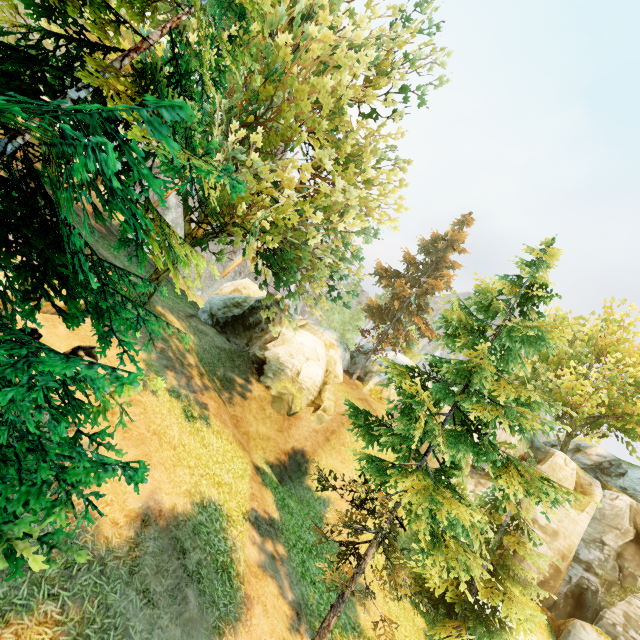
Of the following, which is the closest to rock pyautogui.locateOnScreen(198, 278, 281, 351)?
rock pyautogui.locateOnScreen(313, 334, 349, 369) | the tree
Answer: the tree

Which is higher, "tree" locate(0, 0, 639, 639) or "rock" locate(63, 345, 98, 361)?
"tree" locate(0, 0, 639, 639)

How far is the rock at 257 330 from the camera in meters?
21.5 m

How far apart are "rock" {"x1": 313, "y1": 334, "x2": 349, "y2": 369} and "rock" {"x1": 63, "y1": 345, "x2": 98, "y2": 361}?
22.0 meters

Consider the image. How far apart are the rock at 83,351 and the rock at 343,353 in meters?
22.0 m

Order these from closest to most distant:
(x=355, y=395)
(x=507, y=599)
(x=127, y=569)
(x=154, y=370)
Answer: (x=127, y=569) < (x=154, y=370) < (x=507, y=599) < (x=355, y=395)

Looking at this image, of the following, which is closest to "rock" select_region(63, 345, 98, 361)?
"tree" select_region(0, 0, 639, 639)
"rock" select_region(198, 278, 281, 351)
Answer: "tree" select_region(0, 0, 639, 639)

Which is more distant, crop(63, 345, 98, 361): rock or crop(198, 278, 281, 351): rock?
crop(198, 278, 281, 351): rock
